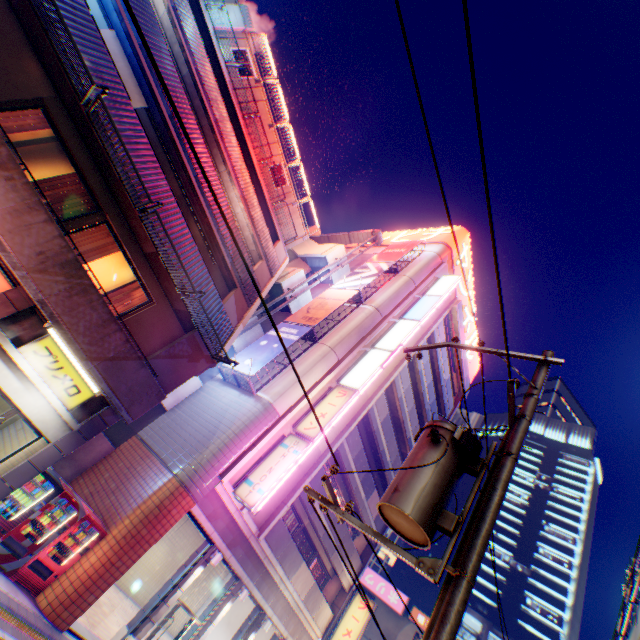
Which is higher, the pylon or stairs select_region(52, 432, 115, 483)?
the pylon

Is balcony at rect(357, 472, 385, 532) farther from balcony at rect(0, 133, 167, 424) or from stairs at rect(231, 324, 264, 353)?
balcony at rect(0, 133, 167, 424)

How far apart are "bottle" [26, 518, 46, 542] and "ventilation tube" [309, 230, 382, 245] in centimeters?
2486cm

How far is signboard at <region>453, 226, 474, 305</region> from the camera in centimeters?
2739cm

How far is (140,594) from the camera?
18.36m

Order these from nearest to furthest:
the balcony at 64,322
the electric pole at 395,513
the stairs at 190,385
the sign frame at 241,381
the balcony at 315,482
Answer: the electric pole at 395,513 → the balcony at 64,322 → the sign frame at 241,381 → the stairs at 190,385 → the balcony at 315,482

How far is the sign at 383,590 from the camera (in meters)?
26.72

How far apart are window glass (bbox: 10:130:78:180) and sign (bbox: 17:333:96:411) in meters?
3.5 m
